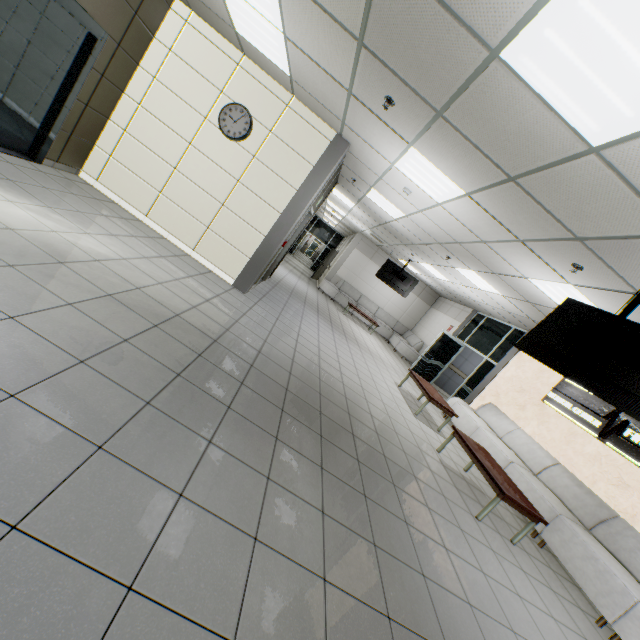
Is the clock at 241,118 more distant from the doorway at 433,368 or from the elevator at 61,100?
the doorway at 433,368

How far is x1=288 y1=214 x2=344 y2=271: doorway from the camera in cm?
2253

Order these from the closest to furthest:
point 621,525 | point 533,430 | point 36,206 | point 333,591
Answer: point 333,591, point 36,206, point 621,525, point 533,430

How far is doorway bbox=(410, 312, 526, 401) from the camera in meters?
9.7

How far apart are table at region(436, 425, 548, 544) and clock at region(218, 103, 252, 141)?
6.1m

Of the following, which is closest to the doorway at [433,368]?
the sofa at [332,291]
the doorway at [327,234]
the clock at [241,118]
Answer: the sofa at [332,291]

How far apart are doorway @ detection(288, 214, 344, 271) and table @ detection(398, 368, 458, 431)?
15.6 meters

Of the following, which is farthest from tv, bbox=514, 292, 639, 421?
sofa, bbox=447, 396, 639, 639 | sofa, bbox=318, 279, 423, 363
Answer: sofa, bbox=318, 279, 423, 363
